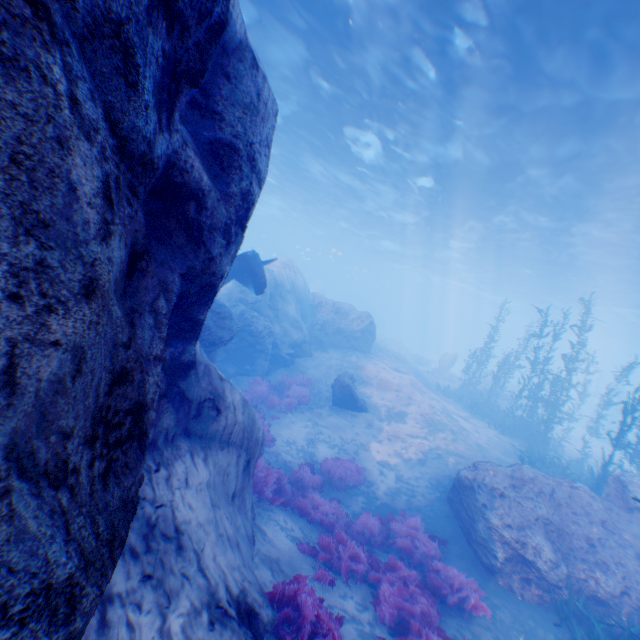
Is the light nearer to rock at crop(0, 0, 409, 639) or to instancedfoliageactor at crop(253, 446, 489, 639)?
rock at crop(0, 0, 409, 639)

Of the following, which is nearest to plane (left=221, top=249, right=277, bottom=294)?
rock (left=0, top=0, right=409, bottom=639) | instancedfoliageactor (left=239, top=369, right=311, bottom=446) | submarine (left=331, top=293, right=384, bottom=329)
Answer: rock (left=0, top=0, right=409, bottom=639)

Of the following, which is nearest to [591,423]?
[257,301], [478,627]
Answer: [478,627]

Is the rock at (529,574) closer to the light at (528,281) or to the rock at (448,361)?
the light at (528,281)

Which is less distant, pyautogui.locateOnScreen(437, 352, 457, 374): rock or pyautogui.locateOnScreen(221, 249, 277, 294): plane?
pyautogui.locateOnScreen(221, 249, 277, 294): plane

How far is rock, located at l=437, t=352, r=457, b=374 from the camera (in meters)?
30.39

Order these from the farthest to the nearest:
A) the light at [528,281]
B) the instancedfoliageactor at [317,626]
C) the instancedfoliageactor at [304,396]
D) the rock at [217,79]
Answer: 1. the instancedfoliageactor at [304,396]
2. the light at [528,281]
3. the instancedfoliageactor at [317,626]
4. the rock at [217,79]

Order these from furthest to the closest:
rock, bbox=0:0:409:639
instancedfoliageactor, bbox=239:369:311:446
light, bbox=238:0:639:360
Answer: instancedfoliageactor, bbox=239:369:311:446
light, bbox=238:0:639:360
rock, bbox=0:0:409:639
